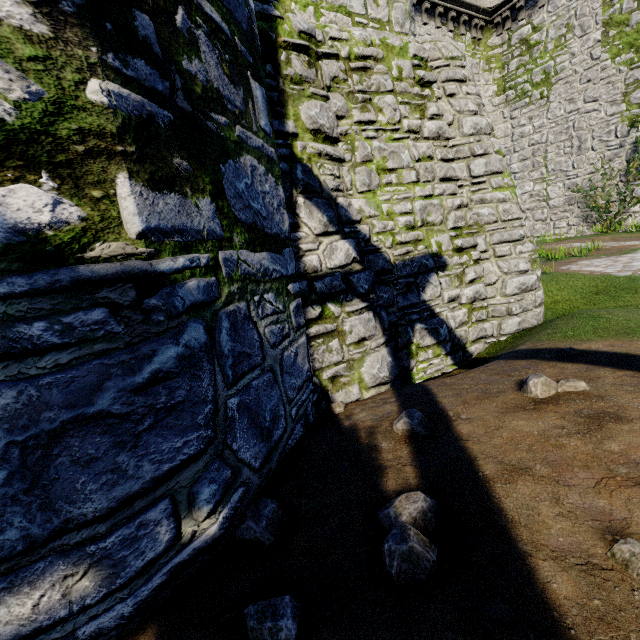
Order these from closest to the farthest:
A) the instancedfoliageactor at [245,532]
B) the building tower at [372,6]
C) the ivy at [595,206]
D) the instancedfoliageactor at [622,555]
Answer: the instancedfoliageactor at [622,555], the instancedfoliageactor at [245,532], the building tower at [372,6], the ivy at [595,206]

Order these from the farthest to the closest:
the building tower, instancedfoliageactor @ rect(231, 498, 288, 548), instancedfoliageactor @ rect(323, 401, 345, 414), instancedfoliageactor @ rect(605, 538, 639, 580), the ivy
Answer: the ivy, the building tower, instancedfoliageactor @ rect(323, 401, 345, 414), instancedfoliageactor @ rect(231, 498, 288, 548), instancedfoliageactor @ rect(605, 538, 639, 580)

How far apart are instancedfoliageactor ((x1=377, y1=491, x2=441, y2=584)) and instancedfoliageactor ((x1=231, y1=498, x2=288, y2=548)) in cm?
63

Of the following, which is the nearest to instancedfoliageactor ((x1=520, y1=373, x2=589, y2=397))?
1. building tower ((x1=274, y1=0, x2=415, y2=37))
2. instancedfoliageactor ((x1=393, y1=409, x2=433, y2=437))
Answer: instancedfoliageactor ((x1=393, y1=409, x2=433, y2=437))

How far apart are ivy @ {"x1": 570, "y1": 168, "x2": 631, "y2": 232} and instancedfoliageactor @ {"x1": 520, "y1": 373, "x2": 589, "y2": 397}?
18.4 meters

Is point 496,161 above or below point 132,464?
above

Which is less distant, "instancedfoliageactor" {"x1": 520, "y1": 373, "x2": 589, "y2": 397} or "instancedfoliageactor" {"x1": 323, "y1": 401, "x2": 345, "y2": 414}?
"instancedfoliageactor" {"x1": 520, "y1": 373, "x2": 589, "y2": 397}

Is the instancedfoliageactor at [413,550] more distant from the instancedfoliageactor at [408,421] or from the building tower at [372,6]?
the building tower at [372,6]
